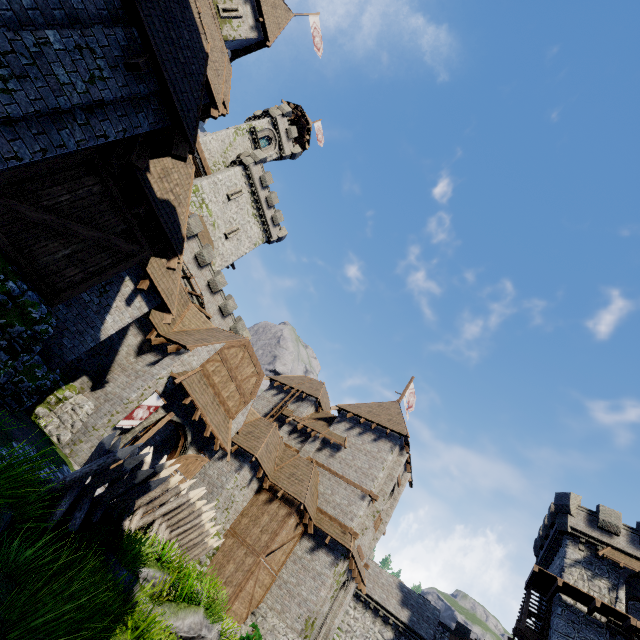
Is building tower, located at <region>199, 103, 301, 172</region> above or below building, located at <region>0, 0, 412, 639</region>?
above

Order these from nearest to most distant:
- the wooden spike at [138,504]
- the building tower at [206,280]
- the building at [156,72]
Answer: the building at [156,72] < the wooden spike at [138,504] < the building tower at [206,280]

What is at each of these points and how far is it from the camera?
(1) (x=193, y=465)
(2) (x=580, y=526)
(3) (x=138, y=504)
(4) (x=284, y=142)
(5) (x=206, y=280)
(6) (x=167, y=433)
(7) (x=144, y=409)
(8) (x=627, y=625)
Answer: (1) double door, 16.0 meters
(2) building, 25.7 meters
(3) wooden spike, 8.7 meters
(4) building tower, 46.2 meters
(5) building tower, 32.0 meters
(6) building, 18.8 meters
(7) flag, 13.9 meters
(8) walkway, 20.4 meters

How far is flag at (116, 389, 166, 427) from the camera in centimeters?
1341cm

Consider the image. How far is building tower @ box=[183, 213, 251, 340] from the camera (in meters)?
29.62

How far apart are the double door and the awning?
0.5 meters

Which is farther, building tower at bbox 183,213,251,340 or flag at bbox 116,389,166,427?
building tower at bbox 183,213,251,340

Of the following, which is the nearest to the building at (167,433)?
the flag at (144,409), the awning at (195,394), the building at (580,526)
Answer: the awning at (195,394)
